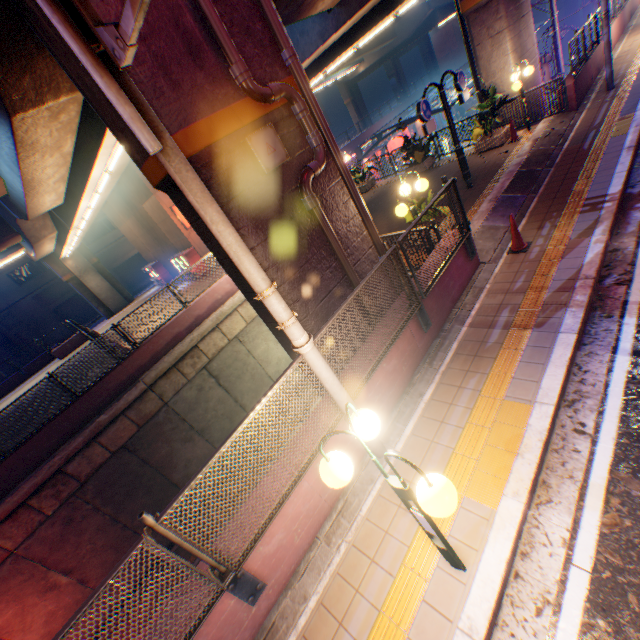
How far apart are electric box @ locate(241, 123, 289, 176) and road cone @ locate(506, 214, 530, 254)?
4.8m

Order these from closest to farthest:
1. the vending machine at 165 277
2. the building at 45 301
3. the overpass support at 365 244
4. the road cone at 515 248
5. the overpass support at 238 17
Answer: the overpass support at 238 17 < the overpass support at 365 244 < the road cone at 515 248 < the vending machine at 165 277 < the building at 45 301

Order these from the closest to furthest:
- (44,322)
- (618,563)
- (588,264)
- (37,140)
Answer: (618,563), (588,264), (37,140), (44,322)

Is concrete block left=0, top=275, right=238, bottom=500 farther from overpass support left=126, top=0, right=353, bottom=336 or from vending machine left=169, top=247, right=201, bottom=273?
vending machine left=169, top=247, right=201, bottom=273

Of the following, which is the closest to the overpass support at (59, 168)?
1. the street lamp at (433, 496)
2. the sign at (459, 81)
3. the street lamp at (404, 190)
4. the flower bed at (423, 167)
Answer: the street lamp at (404, 190)

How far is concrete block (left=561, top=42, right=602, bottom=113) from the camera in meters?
11.5

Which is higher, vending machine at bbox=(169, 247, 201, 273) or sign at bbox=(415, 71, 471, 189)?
sign at bbox=(415, 71, 471, 189)

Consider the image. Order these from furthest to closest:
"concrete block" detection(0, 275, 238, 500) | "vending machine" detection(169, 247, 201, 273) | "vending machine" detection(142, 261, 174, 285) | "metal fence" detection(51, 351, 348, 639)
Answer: "vending machine" detection(142, 261, 174, 285), "vending machine" detection(169, 247, 201, 273), "concrete block" detection(0, 275, 238, 500), "metal fence" detection(51, 351, 348, 639)
